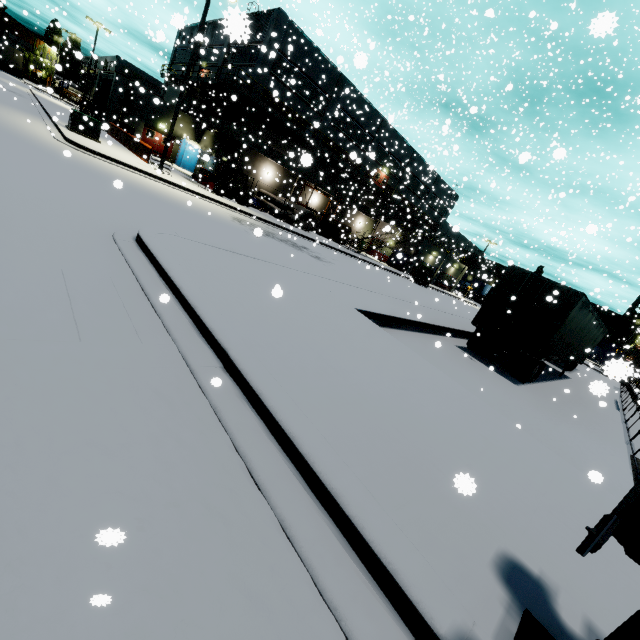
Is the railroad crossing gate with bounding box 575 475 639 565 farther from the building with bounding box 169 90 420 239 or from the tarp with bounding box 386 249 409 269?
the tarp with bounding box 386 249 409 269

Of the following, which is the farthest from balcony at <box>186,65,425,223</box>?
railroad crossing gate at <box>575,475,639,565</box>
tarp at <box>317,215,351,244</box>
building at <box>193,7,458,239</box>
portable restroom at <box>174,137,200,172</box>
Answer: railroad crossing gate at <box>575,475,639,565</box>

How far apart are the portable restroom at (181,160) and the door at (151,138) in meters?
0.8 m

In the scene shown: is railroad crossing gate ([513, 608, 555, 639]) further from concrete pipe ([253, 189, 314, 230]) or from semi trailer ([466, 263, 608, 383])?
concrete pipe ([253, 189, 314, 230])

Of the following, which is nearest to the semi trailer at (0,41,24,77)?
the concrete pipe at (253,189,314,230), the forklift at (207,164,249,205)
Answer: the forklift at (207,164,249,205)

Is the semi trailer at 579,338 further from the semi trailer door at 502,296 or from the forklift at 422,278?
the forklift at 422,278

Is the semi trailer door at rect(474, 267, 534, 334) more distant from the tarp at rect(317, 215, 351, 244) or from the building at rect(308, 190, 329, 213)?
the tarp at rect(317, 215, 351, 244)

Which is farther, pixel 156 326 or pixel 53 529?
pixel 156 326
